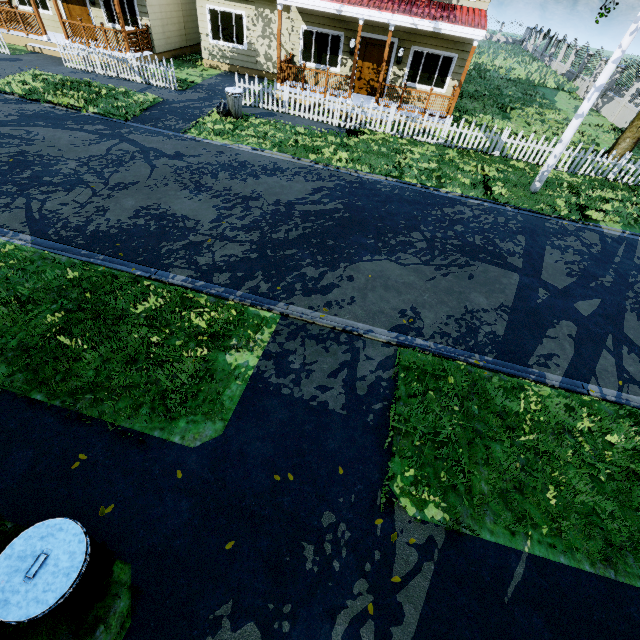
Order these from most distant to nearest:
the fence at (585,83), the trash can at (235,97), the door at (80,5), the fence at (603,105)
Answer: the fence at (585,83)
the fence at (603,105)
the door at (80,5)
the trash can at (235,97)

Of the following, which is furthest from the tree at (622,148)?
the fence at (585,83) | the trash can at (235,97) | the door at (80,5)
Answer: the trash can at (235,97)

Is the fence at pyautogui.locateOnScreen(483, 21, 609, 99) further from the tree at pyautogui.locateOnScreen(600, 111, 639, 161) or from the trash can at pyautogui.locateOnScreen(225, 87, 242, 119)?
the trash can at pyautogui.locateOnScreen(225, 87, 242, 119)

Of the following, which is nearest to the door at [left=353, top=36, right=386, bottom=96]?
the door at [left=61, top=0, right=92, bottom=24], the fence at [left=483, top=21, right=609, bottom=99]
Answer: the fence at [left=483, top=21, right=609, bottom=99]

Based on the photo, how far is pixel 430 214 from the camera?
9.5 meters

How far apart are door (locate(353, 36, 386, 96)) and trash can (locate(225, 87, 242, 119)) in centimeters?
607cm

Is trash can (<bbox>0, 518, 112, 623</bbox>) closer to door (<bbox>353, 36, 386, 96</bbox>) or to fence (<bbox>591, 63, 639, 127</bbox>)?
fence (<bbox>591, 63, 639, 127</bbox>)

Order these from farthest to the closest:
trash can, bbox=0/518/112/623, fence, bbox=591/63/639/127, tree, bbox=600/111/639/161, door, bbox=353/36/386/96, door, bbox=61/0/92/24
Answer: fence, bbox=591/63/639/127 → door, bbox=61/0/92/24 → door, bbox=353/36/386/96 → tree, bbox=600/111/639/161 → trash can, bbox=0/518/112/623
